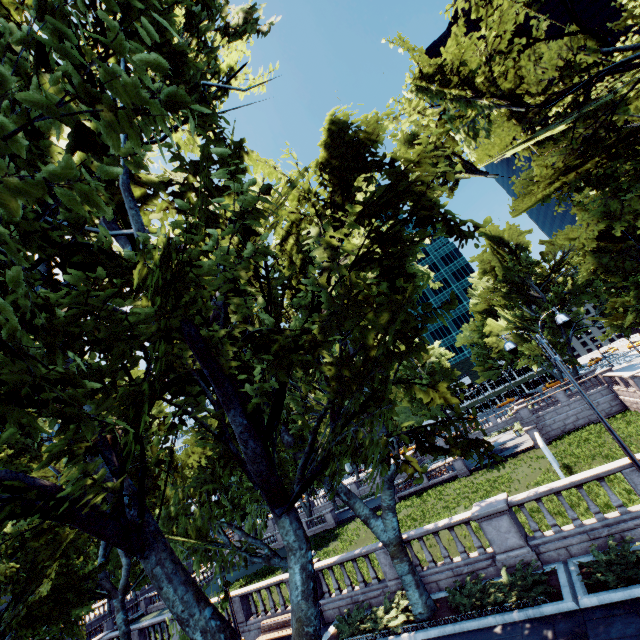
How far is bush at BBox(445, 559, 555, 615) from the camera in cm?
998

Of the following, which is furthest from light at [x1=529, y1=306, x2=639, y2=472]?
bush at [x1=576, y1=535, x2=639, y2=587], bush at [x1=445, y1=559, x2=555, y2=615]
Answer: bush at [x1=445, y1=559, x2=555, y2=615]

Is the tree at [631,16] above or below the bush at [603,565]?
above

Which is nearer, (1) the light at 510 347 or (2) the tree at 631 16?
(1) the light at 510 347

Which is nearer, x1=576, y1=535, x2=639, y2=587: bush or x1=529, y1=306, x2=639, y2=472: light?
x1=576, y1=535, x2=639, y2=587: bush

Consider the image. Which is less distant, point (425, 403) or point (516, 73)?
point (516, 73)

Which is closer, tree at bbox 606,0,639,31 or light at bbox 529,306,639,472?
light at bbox 529,306,639,472

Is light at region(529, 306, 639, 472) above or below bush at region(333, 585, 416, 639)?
above
